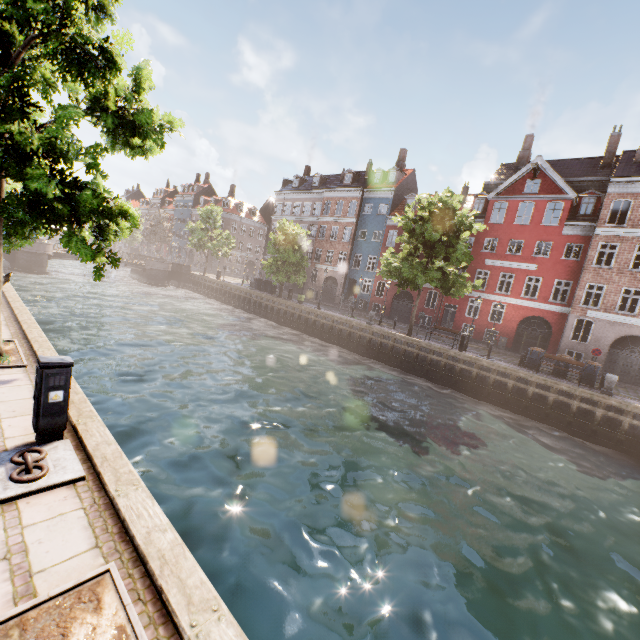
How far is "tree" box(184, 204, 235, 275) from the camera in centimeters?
4138cm

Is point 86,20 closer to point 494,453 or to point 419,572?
point 419,572

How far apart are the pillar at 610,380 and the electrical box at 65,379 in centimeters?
2223cm

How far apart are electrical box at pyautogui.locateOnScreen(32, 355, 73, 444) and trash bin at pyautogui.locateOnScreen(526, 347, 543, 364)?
22.84m

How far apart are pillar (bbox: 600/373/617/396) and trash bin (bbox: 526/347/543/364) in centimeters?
328cm

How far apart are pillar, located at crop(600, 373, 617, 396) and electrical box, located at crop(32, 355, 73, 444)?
22.2 meters

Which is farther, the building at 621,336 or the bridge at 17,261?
the bridge at 17,261

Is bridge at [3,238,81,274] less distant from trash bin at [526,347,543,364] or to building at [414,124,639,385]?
building at [414,124,639,385]
